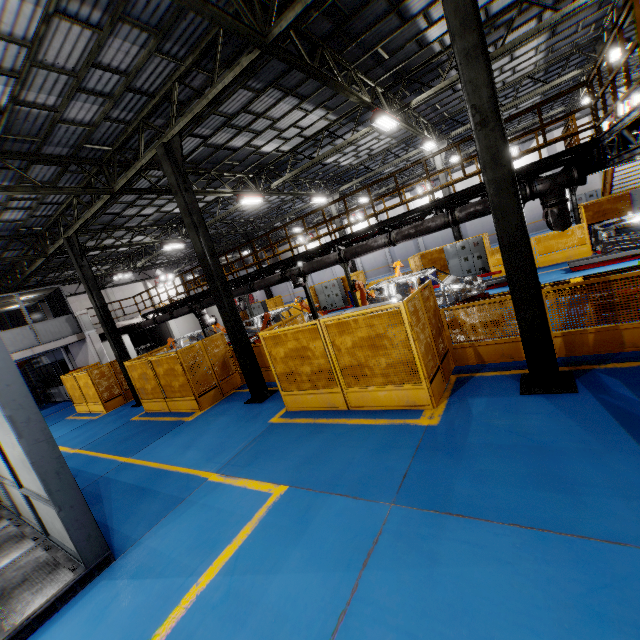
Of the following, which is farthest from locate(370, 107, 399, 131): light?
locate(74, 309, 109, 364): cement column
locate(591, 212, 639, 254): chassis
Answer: locate(74, 309, 109, 364): cement column

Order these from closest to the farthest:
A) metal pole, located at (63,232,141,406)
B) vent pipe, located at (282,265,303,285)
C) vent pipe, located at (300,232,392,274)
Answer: vent pipe, located at (300,232,392,274) < vent pipe, located at (282,265,303,285) < metal pole, located at (63,232,141,406)

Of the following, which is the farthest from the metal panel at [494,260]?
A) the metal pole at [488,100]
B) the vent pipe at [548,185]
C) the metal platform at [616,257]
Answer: the vent pipe at [548,185]

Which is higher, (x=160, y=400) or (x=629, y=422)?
(x=160, y=400)

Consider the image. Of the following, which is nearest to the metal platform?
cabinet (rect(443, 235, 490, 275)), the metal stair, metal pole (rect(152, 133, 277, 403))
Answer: the metal stair

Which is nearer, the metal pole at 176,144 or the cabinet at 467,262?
the metal pole at 176,144

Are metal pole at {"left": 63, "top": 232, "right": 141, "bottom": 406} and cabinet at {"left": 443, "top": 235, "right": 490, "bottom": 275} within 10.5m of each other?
no

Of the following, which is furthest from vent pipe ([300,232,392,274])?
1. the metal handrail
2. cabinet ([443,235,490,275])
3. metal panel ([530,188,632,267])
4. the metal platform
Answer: cabinet ([443,235,490,275])
